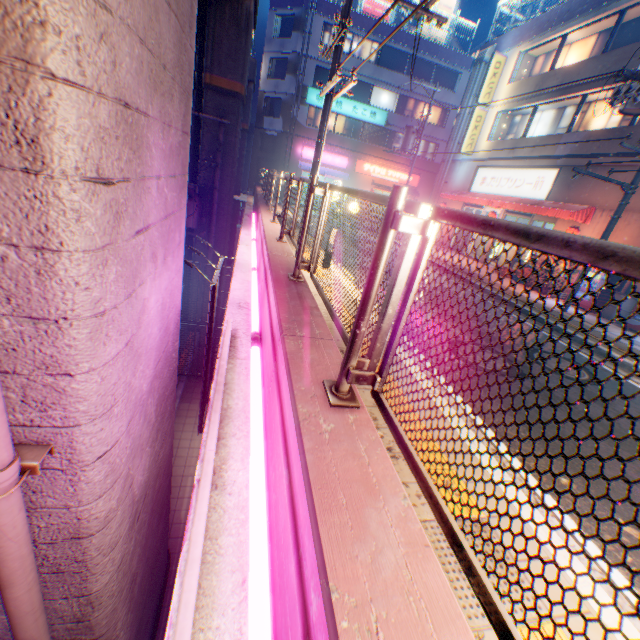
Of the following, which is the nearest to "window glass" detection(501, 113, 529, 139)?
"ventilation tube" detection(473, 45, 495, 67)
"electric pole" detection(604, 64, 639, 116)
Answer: "electric pole" detection(604, 64, 639, 116)

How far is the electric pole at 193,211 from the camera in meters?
11.8

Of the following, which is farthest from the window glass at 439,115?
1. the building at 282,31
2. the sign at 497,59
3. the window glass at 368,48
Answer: the sign at 497,59

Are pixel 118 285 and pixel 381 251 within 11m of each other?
yes

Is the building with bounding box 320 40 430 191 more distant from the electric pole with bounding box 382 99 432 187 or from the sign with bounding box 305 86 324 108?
the electric pole with bounding box 382 99 432 187

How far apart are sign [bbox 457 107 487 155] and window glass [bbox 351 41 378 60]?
14.1m

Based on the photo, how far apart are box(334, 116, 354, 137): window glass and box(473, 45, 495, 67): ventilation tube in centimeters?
1177cm

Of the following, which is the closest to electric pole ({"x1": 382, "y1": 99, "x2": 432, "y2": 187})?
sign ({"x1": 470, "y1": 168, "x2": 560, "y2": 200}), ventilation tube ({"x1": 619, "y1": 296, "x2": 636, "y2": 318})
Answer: sign ({"x1": 470, "y1": 168, "x2": 560, "y2": 200})
